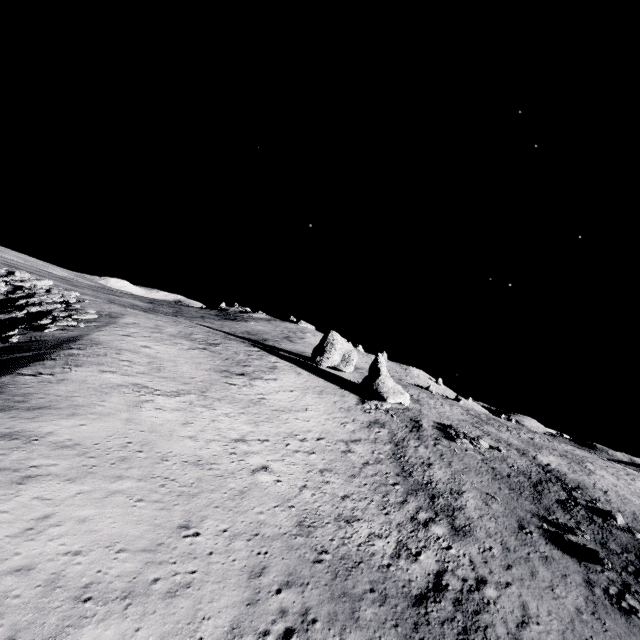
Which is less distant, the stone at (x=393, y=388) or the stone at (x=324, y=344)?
the stone at (x=393, y=388)

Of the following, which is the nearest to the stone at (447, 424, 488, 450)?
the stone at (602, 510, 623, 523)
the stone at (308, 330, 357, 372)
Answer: the stone at (602, 510, 623, 523)

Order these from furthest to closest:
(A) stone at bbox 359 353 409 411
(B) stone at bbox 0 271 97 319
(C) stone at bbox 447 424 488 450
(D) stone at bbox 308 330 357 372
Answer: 1. (D) stone at bbox 308 330 357 372
2. (A) stone at bbox 359 353 409 411
3. (C) stone at bbox 447 424 488 450
4. (B) stone at bbox 0 271 97 319

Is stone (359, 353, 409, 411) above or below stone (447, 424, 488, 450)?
above

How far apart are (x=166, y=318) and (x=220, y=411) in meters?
31.9

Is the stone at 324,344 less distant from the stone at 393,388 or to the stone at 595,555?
the stone at 393,388

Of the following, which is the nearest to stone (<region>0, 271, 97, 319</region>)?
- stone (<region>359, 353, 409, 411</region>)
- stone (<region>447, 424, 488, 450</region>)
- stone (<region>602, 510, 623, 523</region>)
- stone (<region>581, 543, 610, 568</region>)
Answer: stone (<region>359, 353, 409, 411</region>)

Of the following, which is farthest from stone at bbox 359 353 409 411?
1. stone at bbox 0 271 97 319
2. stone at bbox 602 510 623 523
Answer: stone at bbox 0 271 97 319
